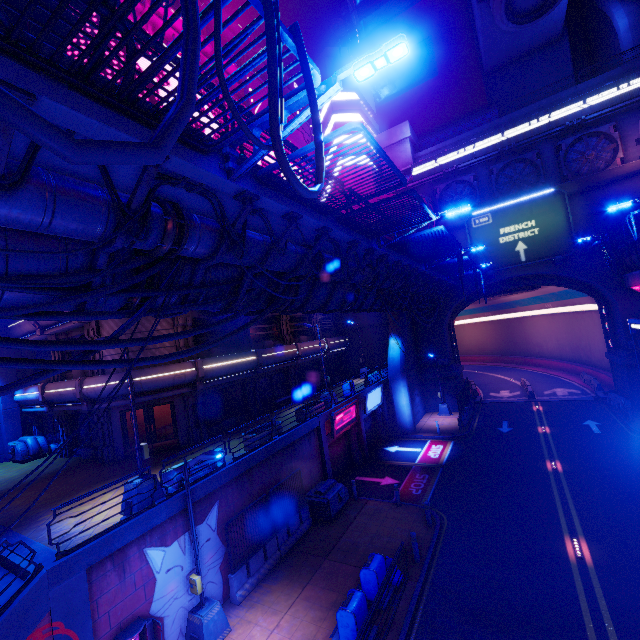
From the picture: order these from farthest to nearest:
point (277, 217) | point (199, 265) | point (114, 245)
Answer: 1. point (277, 217)
2. point (199, 265)
3. point (114, 245)

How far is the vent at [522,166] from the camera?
29.4 meters

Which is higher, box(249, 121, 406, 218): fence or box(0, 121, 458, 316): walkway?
box(249, 121, 406, 218): fence

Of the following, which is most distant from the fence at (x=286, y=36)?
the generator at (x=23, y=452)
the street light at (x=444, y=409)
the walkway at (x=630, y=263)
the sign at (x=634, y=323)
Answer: the street light at (x=444, y=409)

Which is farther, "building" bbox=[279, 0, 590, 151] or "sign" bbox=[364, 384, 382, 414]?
"building" bbox=[279, 0, 590, 151]

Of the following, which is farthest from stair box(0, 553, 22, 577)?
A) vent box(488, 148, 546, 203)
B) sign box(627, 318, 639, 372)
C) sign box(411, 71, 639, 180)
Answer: vent box(488, 148, 546, 203)

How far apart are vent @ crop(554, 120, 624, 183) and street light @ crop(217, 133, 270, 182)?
32.8m

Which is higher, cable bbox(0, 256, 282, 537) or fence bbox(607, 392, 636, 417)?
cable bbox(0, 256, 282, 537)
